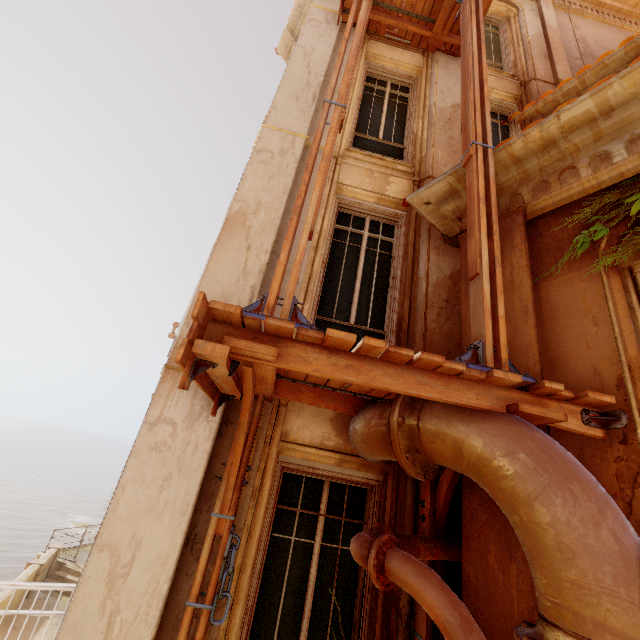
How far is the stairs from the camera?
14.41m

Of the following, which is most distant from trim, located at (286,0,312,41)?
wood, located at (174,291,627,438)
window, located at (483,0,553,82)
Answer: wood, located at (174,291,627,438)

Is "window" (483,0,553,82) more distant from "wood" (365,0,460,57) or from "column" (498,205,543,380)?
"column" (498,205,543,380)

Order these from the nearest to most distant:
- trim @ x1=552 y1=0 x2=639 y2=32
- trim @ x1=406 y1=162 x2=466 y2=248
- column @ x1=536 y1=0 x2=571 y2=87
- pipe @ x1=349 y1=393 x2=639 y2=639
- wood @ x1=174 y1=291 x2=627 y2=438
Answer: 1. pipe @ x1=349 y1=393 x2=639 y2=639
2. wood @ x1=174 y1=291 x2=627 y2=438
3. trim @ x1=406 y1=162 x2=466 y2=248
4. column @ x1=536 y1=0 x2=571 y2=87
5. trim @ x1=552 y1=0 x2=639 y2=32

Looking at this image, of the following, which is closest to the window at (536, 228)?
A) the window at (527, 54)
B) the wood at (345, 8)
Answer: the wood at (345, 8)

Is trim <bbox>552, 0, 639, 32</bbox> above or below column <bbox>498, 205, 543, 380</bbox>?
above

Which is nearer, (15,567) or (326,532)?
(326,532)

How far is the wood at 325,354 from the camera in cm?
193
